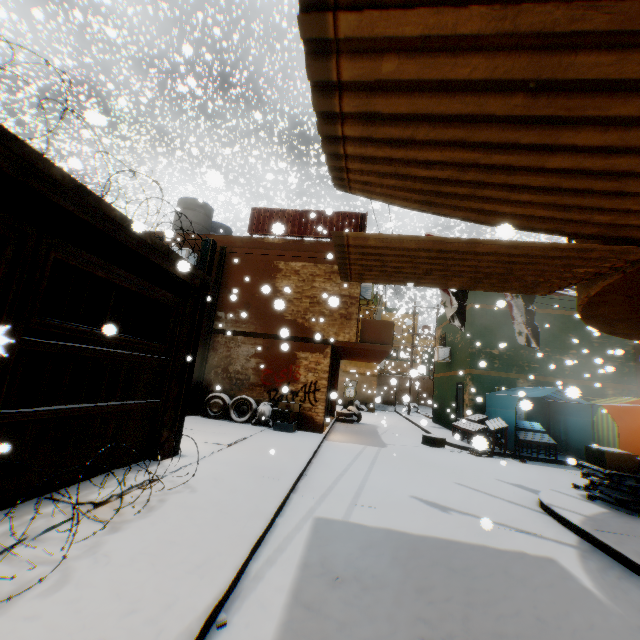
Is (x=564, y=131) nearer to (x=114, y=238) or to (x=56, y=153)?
(x=114, y=238)

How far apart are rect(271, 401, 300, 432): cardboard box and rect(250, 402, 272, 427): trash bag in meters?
0.1 m

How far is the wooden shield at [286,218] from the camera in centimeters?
1266cm

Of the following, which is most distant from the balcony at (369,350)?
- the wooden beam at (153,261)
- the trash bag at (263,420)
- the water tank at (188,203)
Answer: the trash bag at (263,420)

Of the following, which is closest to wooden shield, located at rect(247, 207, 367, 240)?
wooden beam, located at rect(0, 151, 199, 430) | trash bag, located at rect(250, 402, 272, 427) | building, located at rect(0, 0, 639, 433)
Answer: building, located at rect(0, 0, 639, 433)

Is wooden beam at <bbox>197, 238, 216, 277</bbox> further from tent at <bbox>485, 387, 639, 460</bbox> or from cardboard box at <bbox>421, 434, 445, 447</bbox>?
cardboard box at <bbox>421, 434, 445, 447</bbox>

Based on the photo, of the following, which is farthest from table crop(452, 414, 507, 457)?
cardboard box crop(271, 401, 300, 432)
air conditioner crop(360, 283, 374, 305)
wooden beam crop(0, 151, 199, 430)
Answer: cardboard box crop(271, 401, 300, 432)

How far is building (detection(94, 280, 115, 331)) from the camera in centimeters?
654cm
